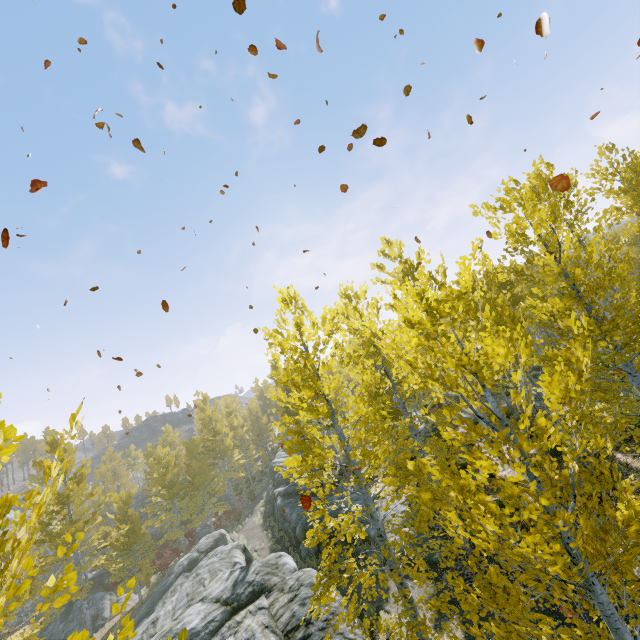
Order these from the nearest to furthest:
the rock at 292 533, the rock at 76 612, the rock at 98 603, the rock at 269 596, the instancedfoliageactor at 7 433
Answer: the instancedfoliageactor at 7 433 → the rock at 269 596 → the rock at 292 533 → the rock at 76 612 → the rock at 98 603

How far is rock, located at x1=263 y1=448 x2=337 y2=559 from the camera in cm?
1834

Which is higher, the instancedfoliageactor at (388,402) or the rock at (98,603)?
the instancedfoliageactor at (388,402)

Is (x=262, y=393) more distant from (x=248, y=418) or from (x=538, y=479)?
(x=538, y=479)

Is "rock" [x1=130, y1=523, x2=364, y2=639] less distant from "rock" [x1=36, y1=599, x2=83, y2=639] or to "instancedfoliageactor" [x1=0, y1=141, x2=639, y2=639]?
"instancedfoliageactor" [x1=0, y1=141, x2=639, y2=639]

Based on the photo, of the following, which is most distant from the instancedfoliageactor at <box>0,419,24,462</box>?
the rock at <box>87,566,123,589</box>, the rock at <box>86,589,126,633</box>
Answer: the rock at <box>86,589,126,633</box>

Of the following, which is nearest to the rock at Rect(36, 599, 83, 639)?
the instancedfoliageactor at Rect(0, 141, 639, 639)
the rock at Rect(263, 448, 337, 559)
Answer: the instancedfoliageactor at Rect(0, 141, 639, 639)
